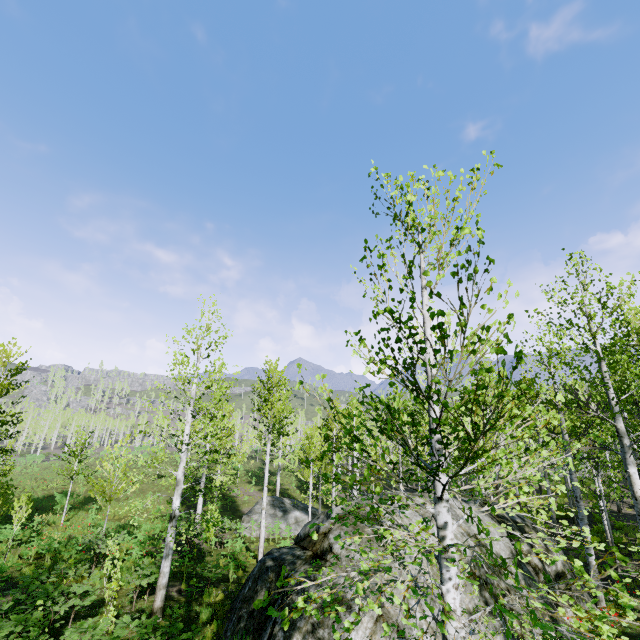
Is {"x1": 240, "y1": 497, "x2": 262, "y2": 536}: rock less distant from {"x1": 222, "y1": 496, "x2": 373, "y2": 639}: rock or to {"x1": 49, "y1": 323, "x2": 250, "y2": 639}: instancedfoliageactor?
{"x1": 49, "y1": 323, "x2": 250, "y2": 639}: instancedfoliageactor

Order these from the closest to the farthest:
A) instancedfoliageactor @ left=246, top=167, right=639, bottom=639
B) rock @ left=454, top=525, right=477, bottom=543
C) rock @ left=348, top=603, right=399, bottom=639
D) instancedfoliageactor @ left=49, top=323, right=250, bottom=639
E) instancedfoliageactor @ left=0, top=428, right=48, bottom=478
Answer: instancedfoliageactor @ left=246, top=167, right=639, bottom=639
rock @ left=348, top=603, right=399, bottom=639
rock @ left=454, top=525, right=477, bottom=543
instancedfoliageactor @ left=49, top=323, right=250, bottom=639
instancedfoliageactor @ left=0, top=428, right=48, bottom=478

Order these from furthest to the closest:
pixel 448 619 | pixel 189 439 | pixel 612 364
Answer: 1. pixel 612 364
2. pixel 189 439
3. pixel 448 619

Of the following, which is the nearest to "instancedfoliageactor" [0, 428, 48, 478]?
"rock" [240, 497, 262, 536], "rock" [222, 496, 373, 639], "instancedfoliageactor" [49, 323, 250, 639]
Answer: "rock" [240, 497, 262, 536]

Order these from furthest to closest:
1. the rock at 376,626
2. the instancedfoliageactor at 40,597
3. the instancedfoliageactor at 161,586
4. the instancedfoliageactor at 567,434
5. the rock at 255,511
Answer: the rock at 255,511
the instancedfoliageactor at 161,586
the rock at 376,626
the instancedfoliageactor at 40,597
the instancedfoliageactor at 567,434

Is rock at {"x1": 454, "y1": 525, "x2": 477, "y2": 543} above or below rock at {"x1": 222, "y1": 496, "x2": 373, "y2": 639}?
above

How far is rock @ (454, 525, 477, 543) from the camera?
8.6m

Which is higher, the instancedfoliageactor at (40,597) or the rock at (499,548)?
the rock at (499,548)
